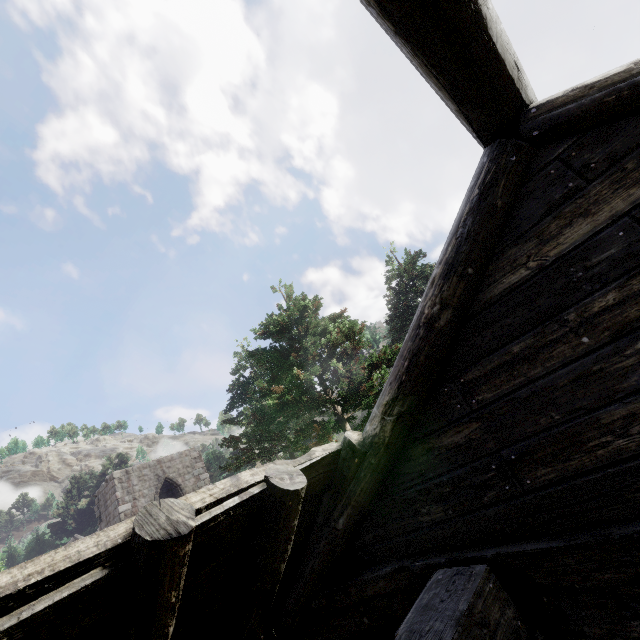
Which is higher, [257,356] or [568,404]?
[257,356]
